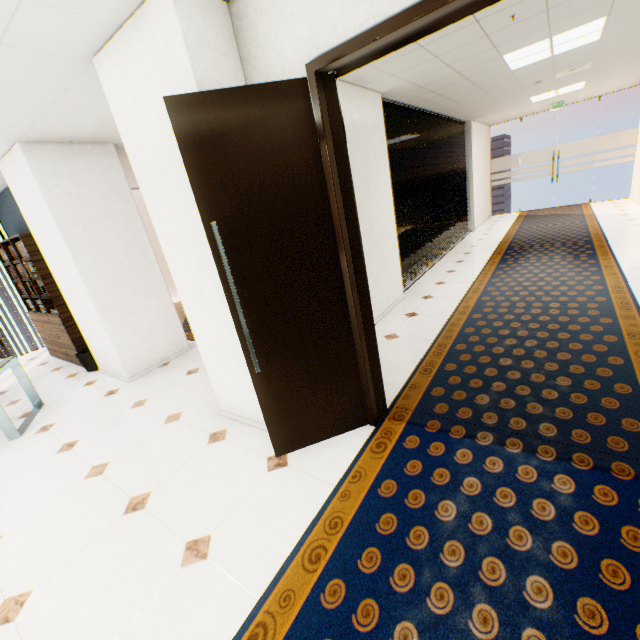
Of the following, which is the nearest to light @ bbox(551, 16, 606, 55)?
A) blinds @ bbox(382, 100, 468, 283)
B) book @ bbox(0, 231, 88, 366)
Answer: blinds @ bbox(382, 100, 468, 283)

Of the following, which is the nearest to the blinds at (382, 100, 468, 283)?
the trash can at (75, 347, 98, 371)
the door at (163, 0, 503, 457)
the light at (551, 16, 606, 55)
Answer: the light at (551, 16, 606, 55)

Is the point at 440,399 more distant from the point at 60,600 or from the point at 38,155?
the point at 38,155

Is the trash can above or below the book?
below

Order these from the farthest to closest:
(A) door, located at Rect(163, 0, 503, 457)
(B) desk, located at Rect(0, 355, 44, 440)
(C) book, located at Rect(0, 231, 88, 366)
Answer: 1. (C) book, located at Rect(0, 231, 88, 366)
2. (B) desk, located at Rect(0, 355, 44, 440)
3. (A) door, located at Rect(163, 0, 503, 457)

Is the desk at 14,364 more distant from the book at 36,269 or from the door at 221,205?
the door at 221,205

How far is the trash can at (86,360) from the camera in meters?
5.0

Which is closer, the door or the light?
the door
